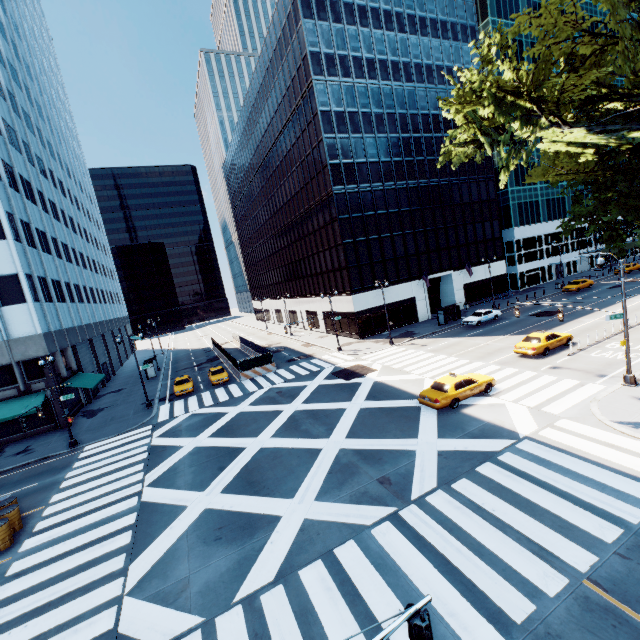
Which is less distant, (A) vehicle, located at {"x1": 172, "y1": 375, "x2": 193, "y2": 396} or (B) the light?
(B) the light

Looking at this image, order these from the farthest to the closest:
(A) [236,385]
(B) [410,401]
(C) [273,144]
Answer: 1. (C) [273,144]
2. (A) [236,385]
3. (B) [410,401]

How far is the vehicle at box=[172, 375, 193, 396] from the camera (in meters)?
32.53

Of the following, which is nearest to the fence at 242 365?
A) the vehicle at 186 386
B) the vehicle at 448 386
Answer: the vehicle at 186 386

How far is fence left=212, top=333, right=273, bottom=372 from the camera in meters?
34.8 m

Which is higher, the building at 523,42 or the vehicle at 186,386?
the building at 523,42

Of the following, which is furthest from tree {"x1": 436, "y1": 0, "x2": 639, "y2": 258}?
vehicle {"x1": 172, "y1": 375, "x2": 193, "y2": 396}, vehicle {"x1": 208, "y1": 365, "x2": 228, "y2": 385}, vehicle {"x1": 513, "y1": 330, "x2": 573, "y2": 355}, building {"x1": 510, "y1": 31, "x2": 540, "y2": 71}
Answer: vehicle {"x1": 172, "y1": 375, "x2": 193, "y2": 396}

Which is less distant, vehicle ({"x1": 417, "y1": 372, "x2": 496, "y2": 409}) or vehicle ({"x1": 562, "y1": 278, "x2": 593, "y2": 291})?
vehicle ({"x1": 417, "y1": 372, "x2": 496, "y2": 409})
